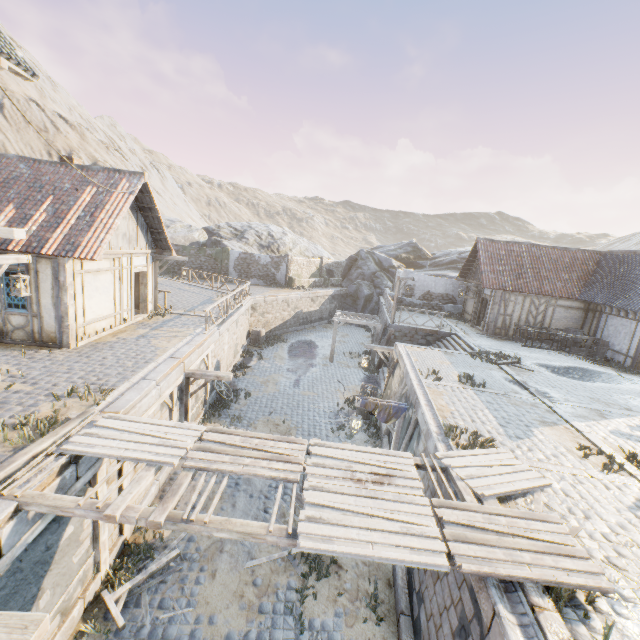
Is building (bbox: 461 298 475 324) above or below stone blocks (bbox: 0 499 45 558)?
above

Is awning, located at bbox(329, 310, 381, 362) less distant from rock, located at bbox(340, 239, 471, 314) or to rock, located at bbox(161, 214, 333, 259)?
rock, located at bbox(340, 239, 471, 314)

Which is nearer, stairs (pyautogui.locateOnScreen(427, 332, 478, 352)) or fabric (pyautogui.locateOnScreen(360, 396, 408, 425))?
fabric (pyautogui.locateOnScreen(360, 396, 408, 425))

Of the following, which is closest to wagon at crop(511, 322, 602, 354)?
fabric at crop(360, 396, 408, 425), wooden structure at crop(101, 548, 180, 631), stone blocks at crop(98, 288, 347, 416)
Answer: stone blocks at crop(98, 288, 347, 416)

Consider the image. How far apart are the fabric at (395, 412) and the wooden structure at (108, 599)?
5.7m

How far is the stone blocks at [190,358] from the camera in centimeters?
739cm

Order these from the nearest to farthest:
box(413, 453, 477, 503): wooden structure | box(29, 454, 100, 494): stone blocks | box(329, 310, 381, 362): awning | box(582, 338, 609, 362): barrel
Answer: box(29, 454, 100, 494): stone blocks → box(413, 453, 477, 503): wooden structure → box(582, 338, 609, 362): barrel → box(329, 310, 381, 362): awning

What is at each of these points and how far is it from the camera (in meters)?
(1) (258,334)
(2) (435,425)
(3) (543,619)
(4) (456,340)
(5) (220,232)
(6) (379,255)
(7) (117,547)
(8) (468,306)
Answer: (1) barrel, 23.22
(2) stone gutter, 8.19
(3) stone blocks, 3.73
(4) stairs, 18.62
(5) rock, 38.16
(6) rock, 37.31
(7) stone blocks, 7.21
(8) building, 24.20
